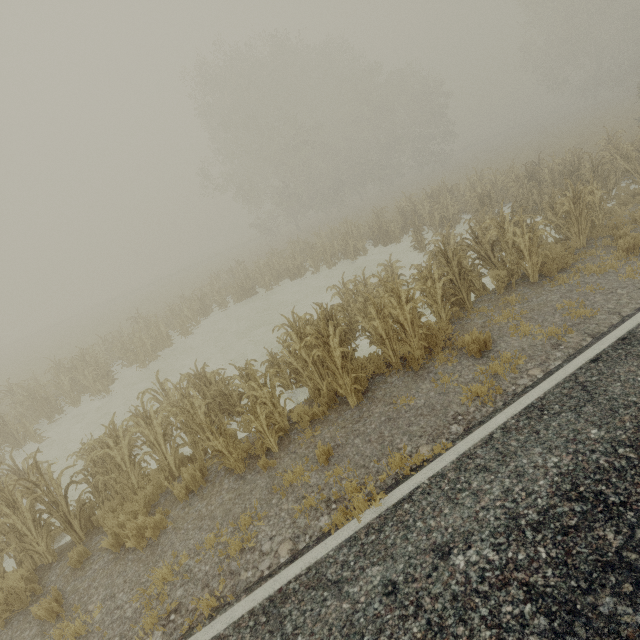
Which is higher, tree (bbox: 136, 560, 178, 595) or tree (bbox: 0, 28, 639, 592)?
tree (bbox: 0, 28, 639, 592)

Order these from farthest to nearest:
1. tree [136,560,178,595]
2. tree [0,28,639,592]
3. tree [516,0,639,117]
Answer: tree [516,0,639,117]
tree [0,28,639,592]
tree [136,560,178,595]

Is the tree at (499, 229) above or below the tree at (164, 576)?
above

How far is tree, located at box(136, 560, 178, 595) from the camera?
4.3 meters

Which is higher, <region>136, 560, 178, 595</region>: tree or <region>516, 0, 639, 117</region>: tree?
<region>516, 0, 639, 117</region>: tree

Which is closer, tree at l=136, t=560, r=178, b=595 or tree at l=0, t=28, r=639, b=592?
tree at l=136, t=560, r=178, b=595

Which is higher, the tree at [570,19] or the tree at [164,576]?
the tree at [570,19]

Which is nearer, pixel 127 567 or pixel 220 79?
pixel 127 567
